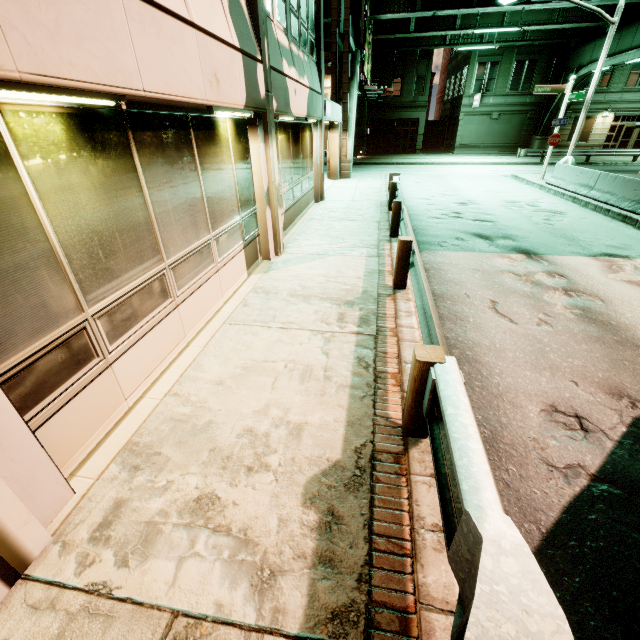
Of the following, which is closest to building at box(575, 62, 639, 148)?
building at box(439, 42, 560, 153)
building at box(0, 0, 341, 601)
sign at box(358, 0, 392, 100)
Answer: building at box(439, 42, 560, 153)

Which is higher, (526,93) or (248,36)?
(526,93)

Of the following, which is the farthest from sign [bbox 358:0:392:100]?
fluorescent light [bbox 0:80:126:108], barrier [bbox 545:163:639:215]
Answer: fluorescent light [bbox 0:80:126:108]

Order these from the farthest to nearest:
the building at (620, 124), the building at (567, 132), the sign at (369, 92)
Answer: the building at (567, 132) → the building at (620, 124) → the sign at (369, 92)

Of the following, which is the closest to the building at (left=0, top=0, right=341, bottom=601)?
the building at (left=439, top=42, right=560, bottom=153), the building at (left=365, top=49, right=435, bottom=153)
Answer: the building at (left=365, top=49, right=435, bottom=153)

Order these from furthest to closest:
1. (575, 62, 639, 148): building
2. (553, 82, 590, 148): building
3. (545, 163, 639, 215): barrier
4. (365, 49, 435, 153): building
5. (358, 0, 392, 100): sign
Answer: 1. (365, 49, 435, 153): building
2. (553, 82, 590, 148): building
3. (575, 62, 639, 148): building
4. (358, 0, 392, 100): sign
5. (545, 163, 639, 215): barrier

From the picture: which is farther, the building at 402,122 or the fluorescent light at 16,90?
the building at 402,122

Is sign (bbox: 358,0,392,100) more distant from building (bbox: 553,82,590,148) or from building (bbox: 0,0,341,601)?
building (bbox: 553,82,590,148)
